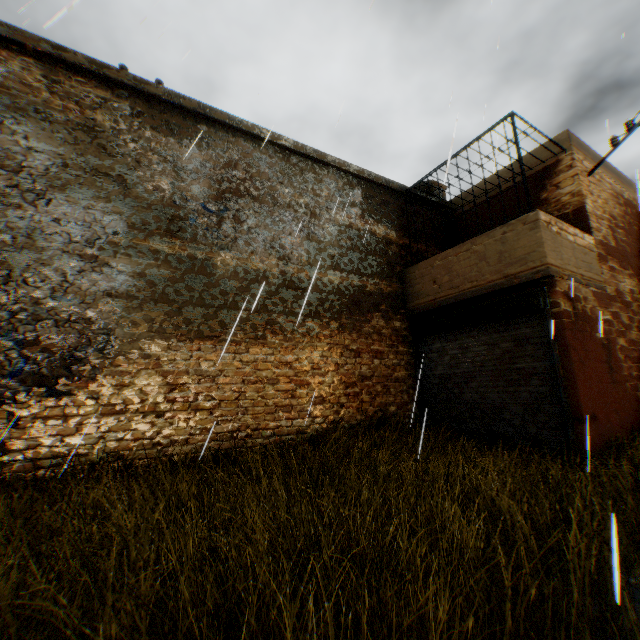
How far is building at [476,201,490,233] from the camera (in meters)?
9.65

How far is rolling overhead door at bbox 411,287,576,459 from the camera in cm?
589

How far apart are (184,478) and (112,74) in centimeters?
726cm

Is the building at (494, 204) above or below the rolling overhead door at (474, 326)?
above

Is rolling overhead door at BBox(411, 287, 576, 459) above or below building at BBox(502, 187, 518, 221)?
below

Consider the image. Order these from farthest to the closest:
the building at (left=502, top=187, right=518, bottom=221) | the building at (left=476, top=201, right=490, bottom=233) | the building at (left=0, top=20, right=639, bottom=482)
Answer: the building at (left=476, top=201, right=490, bottom=233), the building at (left=502, top=187, right=518, bottom=221), the building at (left=0, top=20, right=639, bottom=482)

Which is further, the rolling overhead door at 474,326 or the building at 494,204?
the building at 494,204
